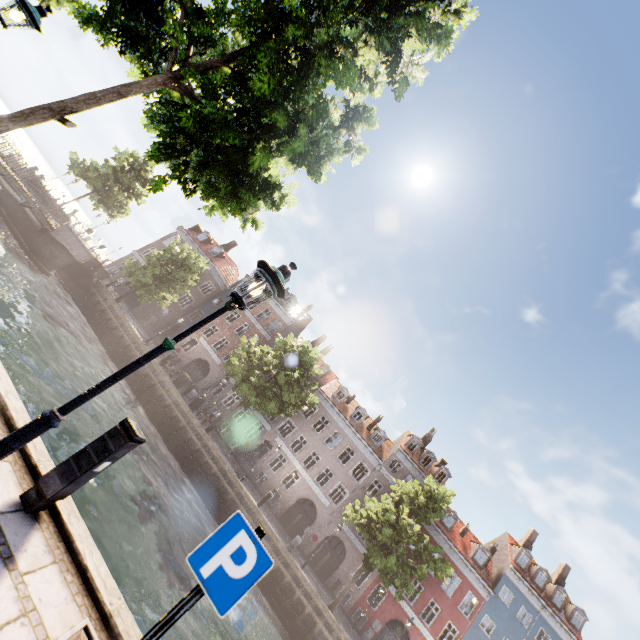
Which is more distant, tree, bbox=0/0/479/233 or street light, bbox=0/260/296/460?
tree, bbox=0/0/479/233

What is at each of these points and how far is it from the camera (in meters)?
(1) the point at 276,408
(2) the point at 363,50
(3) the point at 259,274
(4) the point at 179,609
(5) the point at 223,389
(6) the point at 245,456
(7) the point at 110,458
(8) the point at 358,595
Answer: (1) tree, 22.92
(2) tree, 5.74
(3) street light, 3.60
(4) sign pole, 2.36
(5) building, 34.44
(6) building, 31.75
(7) electrical box, 3.97
(8) building, 27.75

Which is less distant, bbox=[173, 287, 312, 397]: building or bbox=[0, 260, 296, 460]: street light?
bbox=[0, 260, 296, 460]: street light

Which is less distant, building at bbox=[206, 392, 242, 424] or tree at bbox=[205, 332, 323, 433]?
tree at bbox=[205, 332, 323, 433]

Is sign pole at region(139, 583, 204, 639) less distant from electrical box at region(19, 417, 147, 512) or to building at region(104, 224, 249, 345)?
electrical box at region(19, 417, 147, 512)

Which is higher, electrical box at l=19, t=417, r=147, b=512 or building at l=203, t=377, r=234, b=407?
building at l=203, t=377, r=234, b=407

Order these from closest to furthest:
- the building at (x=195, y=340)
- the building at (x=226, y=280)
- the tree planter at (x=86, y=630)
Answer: the tree planter at (x=86, y=630), the building at (x=195, y=340), the building at (x=226, y=280)

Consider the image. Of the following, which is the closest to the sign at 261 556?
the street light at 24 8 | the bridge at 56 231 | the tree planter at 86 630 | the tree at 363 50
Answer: the tree planter at 86 630
